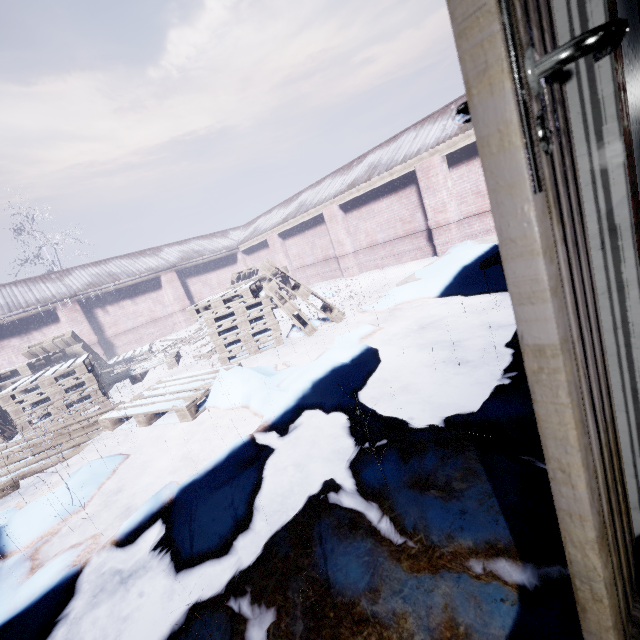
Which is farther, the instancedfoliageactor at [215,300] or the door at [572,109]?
the instancedfoliageactor at [215,300]

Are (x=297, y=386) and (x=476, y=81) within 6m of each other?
yes

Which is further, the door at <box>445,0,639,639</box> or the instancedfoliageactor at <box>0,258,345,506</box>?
the instancedfoliageactor at <box>0,258,345,506</box>
